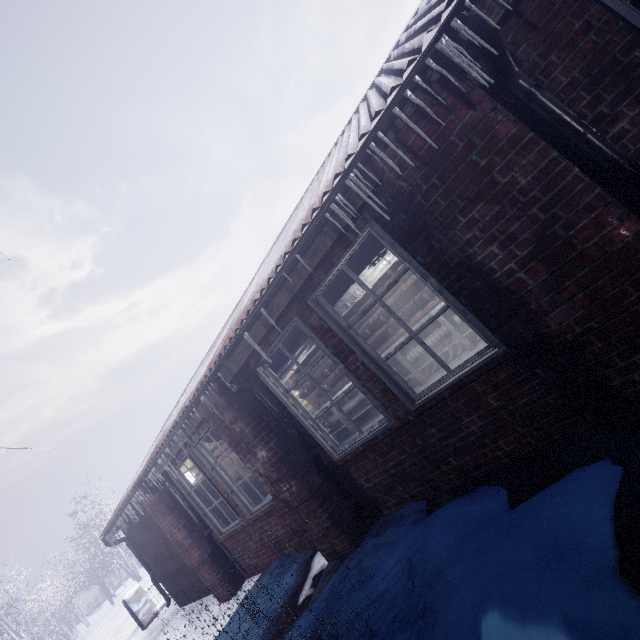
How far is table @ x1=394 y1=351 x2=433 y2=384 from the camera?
5.5 meters

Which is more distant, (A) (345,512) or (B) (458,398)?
(A) (345,512)

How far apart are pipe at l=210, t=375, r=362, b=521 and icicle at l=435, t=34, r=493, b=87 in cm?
302

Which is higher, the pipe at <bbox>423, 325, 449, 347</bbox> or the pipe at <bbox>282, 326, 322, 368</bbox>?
the pipe at <bbox>282, 326, 322, 368</bbox>

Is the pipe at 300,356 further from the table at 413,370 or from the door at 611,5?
the door at 611,5

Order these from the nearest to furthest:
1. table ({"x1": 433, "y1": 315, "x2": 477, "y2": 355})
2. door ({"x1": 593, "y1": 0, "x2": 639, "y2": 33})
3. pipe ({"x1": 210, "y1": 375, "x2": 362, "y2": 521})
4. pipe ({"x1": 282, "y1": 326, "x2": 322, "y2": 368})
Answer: door ({"x1": 593, "y1": 0, "x2": 639, "y2": 33}) → pipe ({"x1": 210, "y1": 375, "x2": 362, "y2": 521}) → pipe ({"x1": 282, "y1": 326, "x2": 322, "y2": 368}) → table ({"x1": 433, "y1": 315, "x2": 477, "y2": 355})

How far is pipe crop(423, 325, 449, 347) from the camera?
5.43m

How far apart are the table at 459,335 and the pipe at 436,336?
0.03m
